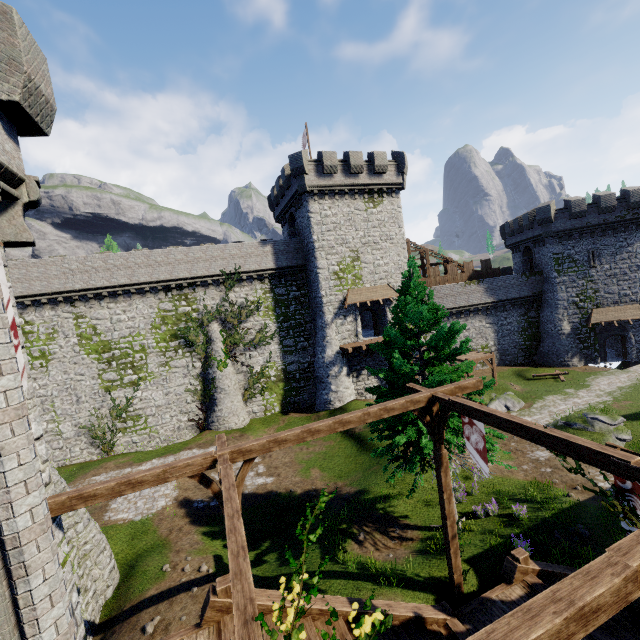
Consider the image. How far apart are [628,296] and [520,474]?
28.20m

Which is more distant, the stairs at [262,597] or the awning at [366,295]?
the awning at [366,295]

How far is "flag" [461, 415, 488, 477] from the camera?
8.7 meters

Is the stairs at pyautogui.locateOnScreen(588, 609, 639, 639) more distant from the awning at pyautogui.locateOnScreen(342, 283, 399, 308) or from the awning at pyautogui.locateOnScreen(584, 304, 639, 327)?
the awning at pyautogui.locateOnScreen(584, 304, 639, 327)

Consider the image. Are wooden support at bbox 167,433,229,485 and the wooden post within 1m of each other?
no

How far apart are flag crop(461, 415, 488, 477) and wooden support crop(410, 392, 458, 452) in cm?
8

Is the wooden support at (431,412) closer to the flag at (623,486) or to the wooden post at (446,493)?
the wooden post at (446,493)

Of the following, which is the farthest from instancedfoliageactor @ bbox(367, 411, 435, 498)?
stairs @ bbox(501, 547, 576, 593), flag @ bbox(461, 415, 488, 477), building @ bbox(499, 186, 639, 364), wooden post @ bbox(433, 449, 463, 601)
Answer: building @ bbox(499, 186, 639, 364)
